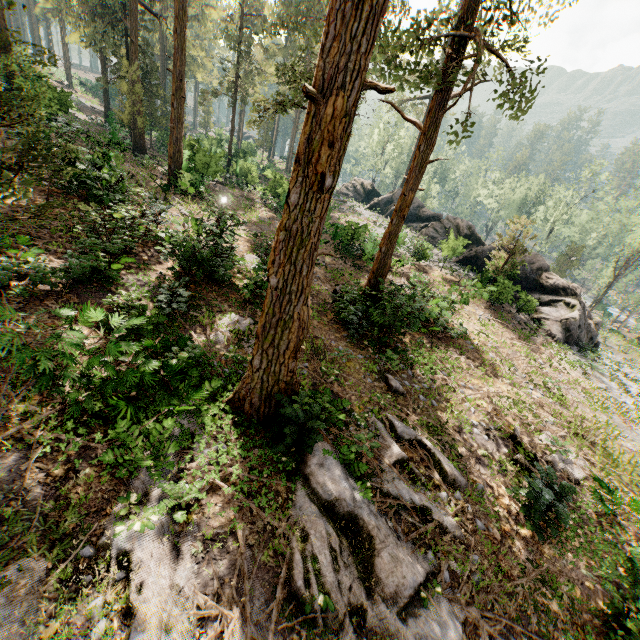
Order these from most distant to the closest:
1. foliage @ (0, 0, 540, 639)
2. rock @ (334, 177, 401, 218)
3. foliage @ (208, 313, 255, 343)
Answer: rock @ (334, 177, 401, 218)
foliage @ (208, 313, 255, 343)
foliage @ (0, 0, 540, 639)

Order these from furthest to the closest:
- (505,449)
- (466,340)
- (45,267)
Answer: (466,340) → (505,449) → (45,267)

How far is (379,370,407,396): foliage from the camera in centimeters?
1167cm

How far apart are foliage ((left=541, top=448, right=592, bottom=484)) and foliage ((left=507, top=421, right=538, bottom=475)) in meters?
0.1

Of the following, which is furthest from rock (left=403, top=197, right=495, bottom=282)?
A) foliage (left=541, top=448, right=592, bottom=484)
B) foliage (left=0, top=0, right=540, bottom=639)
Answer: foliage (left=541, top=448, right=592, bottom=484)

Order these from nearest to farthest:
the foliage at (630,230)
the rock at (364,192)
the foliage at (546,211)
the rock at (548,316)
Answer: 1. the foliage at (546,211)
2. the rock at (548,316)
3. the foliage at (630,230)
4. the rock at (364,192)

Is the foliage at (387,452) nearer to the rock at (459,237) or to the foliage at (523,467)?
the rock at (459,237)
